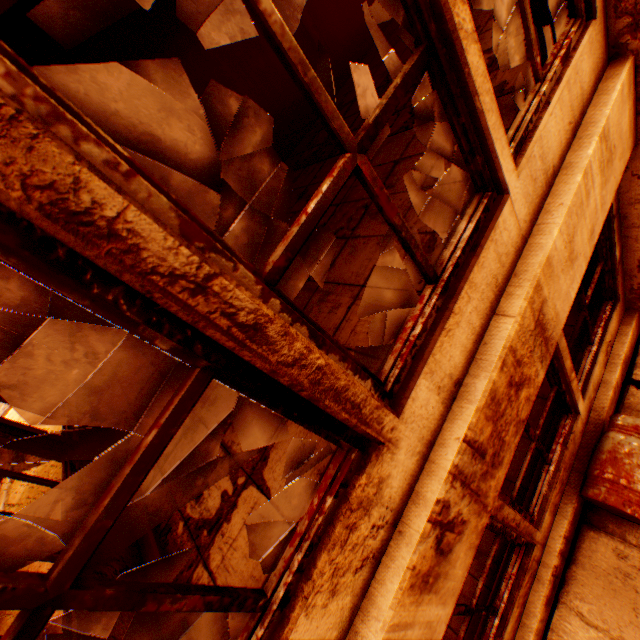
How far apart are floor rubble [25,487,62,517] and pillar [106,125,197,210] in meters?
12.3

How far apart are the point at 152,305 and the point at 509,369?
1.7 meters

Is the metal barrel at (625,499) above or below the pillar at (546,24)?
below

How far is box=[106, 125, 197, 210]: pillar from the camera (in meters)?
8.47

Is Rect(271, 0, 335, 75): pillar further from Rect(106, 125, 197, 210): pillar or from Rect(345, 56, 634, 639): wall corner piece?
Rect(345, 56, 634, 639): wall corner piece

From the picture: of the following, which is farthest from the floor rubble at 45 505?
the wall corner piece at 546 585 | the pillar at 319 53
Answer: the pillar at 319 53

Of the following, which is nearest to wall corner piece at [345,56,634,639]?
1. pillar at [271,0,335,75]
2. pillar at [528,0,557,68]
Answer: pillar at [528,0,557,68]

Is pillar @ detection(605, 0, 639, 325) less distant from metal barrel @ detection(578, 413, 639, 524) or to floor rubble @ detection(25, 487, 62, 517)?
metal barrel @ detection(578, 413, 639, 524)
